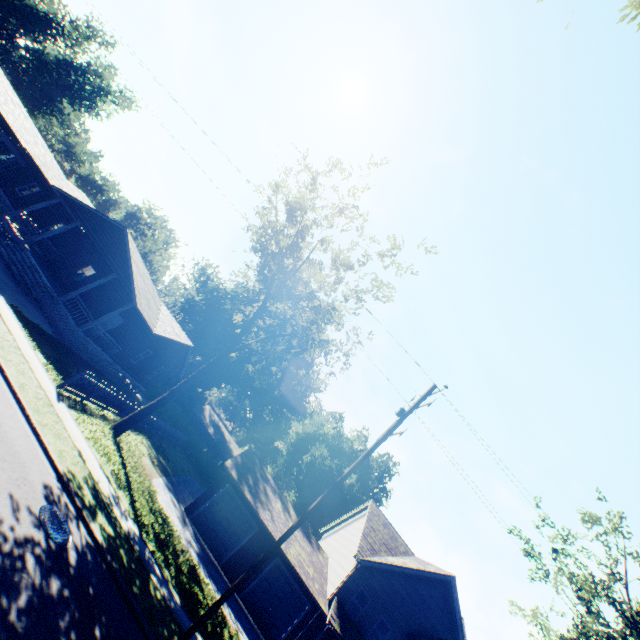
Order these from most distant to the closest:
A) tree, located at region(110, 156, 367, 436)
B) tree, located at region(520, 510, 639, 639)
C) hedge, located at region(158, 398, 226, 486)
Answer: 1. hedge, located at region(158, 398, 226, 486)
2. tree, located at region(110, 156, 367, 436)
3. tree, located at region(520, 510, 639, 639)

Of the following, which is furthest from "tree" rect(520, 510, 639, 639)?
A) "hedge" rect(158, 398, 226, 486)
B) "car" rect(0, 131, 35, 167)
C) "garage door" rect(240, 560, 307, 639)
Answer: "car" rect(0, 131, 35, 167)

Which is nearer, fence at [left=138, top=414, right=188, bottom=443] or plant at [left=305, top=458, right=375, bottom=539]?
fence at [left=138, top=414, right=188, bottom=443]

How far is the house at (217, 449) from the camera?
50.1m

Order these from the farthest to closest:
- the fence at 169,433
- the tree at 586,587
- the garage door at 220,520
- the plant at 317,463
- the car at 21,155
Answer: the plant at 317,463
the car at 21,155
the fence at 169,433
the garage door at 220,520
the tree at 586,587

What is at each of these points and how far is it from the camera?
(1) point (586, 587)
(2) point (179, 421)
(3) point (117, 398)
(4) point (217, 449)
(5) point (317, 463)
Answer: (1) tree, 17.50m
(2) hedge, 41.16m
(3) fence, 18.02m
(4) house, 50.47m
(5) plant, 54.12m

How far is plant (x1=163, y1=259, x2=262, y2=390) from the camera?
42.2 meters

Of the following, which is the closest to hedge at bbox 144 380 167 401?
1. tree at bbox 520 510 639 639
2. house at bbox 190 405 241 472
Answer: house at bbox 190 405 241 472
